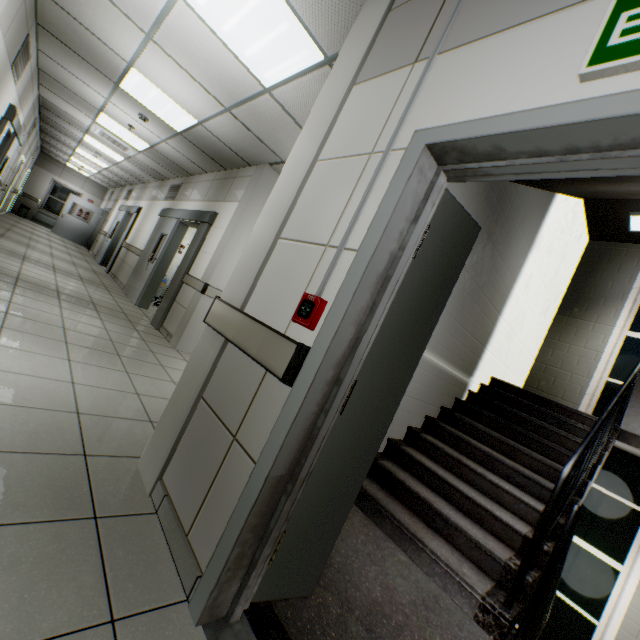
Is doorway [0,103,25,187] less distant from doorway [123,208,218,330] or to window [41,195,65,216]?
doorway [123,208,218,330]

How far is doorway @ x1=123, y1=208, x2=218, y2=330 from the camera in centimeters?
577cm

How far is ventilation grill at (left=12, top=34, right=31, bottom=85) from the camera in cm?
422

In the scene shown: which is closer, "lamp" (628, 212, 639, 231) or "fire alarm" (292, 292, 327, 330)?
"fire alarm" (292, 292, 327, 330)

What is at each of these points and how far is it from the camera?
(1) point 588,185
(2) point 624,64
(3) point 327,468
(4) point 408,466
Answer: (1) stairs, 3.5m
(2) exit sign, 0.9m
(3) door, 1.5m
(4) stairs, 3.2m

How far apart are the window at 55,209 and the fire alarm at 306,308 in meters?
21.4 m

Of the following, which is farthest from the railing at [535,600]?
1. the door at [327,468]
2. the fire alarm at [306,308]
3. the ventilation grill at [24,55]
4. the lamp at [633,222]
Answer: the ventilation grill at [24,55]

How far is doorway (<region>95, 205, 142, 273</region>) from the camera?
10.14m
